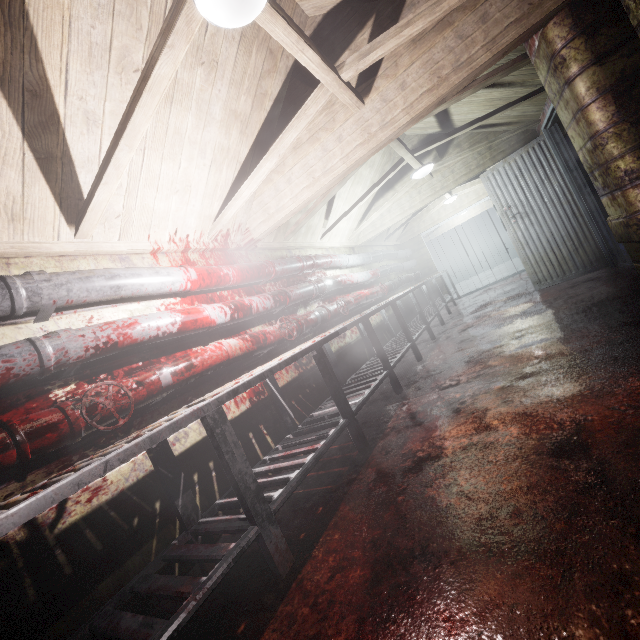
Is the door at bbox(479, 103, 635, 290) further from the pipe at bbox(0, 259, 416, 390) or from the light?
the light

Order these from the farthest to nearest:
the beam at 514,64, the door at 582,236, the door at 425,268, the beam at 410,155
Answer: the door at 425,268 < the door at 582,236 < the beam at 410,155 < the beam at 514,64

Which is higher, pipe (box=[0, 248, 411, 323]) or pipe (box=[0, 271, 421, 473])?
pipe (box=[0, 248, 411, 323])

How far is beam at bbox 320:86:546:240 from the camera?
3.32m

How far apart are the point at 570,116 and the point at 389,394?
2.61m

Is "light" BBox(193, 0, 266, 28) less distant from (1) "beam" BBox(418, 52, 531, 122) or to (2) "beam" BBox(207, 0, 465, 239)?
(2) "beam" BBox(207, 0, 465, 239)

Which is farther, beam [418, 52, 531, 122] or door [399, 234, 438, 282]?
door [399, 234, 438, 282]

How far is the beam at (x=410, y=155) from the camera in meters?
3.3
